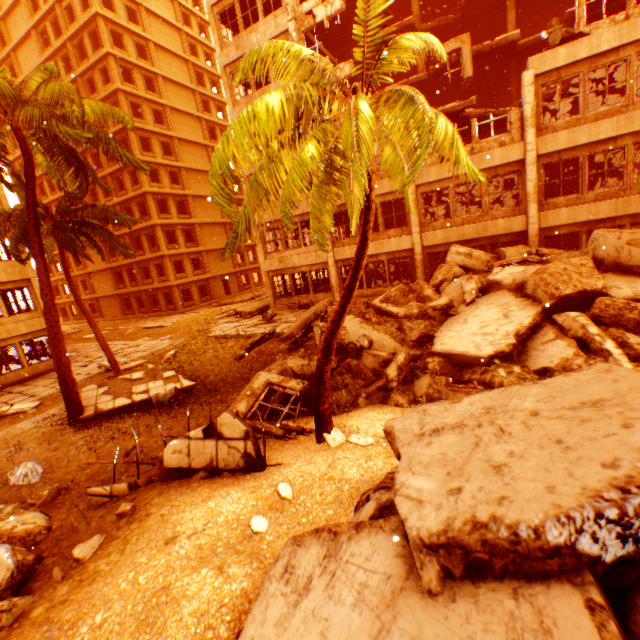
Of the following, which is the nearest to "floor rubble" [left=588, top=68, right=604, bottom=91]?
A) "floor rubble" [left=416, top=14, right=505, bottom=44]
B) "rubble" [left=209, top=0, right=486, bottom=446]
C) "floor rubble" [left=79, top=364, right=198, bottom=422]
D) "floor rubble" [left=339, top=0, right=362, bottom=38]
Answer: "floor rubble" [left=339, top=0, right=362, bottom=38]

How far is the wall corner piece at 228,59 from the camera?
16.64m

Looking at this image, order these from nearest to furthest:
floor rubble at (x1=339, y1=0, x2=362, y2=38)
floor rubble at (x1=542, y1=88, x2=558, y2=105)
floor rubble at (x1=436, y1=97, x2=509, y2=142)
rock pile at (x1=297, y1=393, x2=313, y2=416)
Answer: rock pile at (x1=297, y1=393, x2=313, y2=416), floor rubble at (x1=436, y1=97, x2=509, y2=142), floor rubble at (x1=542, y1=88, x2=558, y2=105), floor rubble at (x1=339, y1=0, x2=362, y2=38)

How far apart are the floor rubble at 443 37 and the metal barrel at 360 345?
20.25m

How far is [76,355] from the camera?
23.0m

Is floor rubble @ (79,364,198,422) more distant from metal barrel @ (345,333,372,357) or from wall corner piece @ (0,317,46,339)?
wall corner piece @ (0,317,46,339)

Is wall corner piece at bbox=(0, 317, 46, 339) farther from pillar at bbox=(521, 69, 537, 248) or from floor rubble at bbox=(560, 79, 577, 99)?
pillar at bbox=(521, 69, 537, 248)

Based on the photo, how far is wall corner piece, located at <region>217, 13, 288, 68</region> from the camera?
16.64m
